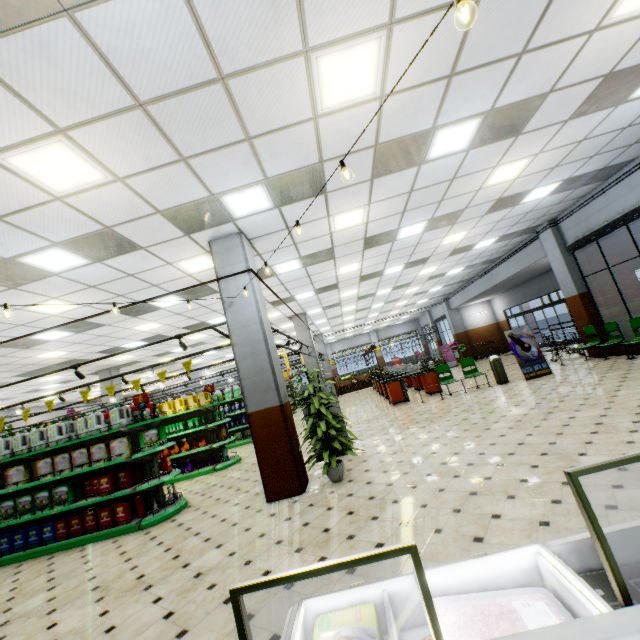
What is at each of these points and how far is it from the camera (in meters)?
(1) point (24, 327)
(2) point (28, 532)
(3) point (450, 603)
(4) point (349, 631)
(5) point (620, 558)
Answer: (1) building, 8.14
(2) boxed laundry detergent, 6.22
(3) packaged meat, 1.45
(4) boxed frozen food, 1.41
(5) meat refrigerator, 1.50

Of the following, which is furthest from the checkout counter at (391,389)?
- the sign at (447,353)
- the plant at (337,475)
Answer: the plant at (337,475)

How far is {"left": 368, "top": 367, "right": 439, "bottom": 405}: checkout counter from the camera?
12.6 meters

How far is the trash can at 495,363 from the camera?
10.7 meters

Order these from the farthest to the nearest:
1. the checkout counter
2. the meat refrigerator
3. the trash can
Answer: the checkout counter < the trash can < the meat refrigerator

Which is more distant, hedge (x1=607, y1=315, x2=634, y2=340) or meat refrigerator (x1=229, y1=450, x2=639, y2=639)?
hedge (x1=607, y1=315, x2=634, y2=340)

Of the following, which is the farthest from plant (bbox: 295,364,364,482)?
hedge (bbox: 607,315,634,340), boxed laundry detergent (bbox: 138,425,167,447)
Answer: hedge (bbox: 607,315,634,340)

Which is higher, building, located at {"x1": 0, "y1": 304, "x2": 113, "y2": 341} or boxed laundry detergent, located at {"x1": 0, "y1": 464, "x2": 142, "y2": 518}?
building, located at {"x1": 0, "y1": 304, "x2": 113, "y2": 341}
